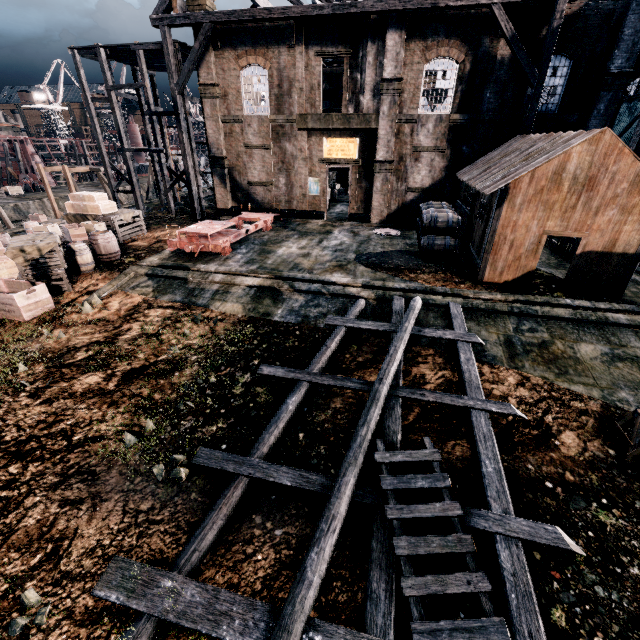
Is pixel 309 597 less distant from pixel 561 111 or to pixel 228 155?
pixel 561 111

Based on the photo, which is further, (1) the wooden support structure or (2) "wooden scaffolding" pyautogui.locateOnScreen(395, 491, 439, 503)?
(1) the wooden support structure

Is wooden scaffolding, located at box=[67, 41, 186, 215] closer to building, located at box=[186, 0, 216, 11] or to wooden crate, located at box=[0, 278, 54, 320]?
building, located at box=[186, 0, 216, 11]

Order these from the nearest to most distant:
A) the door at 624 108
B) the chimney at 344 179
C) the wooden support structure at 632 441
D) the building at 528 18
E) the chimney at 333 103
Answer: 1. the wooden support structure at 632 441
2. the building at 528 18
3. the door at 624 108
4. the chimney at 333 103
5. the chimney at 344 179

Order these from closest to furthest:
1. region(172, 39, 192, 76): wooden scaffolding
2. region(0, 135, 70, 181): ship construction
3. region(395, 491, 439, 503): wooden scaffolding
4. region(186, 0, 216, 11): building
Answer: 1. region(395, 491, 439, 503): wooden scaffolding
2. region(186, 0, 216, 11): building
3. region(172, 39, 192, 76): wooden scaffolding
4. region(0, 135, 70, 181): ship construction

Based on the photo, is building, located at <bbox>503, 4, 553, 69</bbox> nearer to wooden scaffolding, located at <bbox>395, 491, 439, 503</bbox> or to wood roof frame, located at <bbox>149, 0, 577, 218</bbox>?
wooden scaffolding, located at <bbox>395, 491, 439, 503</bbox>

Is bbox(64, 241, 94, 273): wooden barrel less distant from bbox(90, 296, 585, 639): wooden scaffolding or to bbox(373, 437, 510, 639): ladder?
bbox(90, 296, 585, 639): wooden scaffolding

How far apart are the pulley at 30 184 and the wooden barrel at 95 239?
42.9 meters
